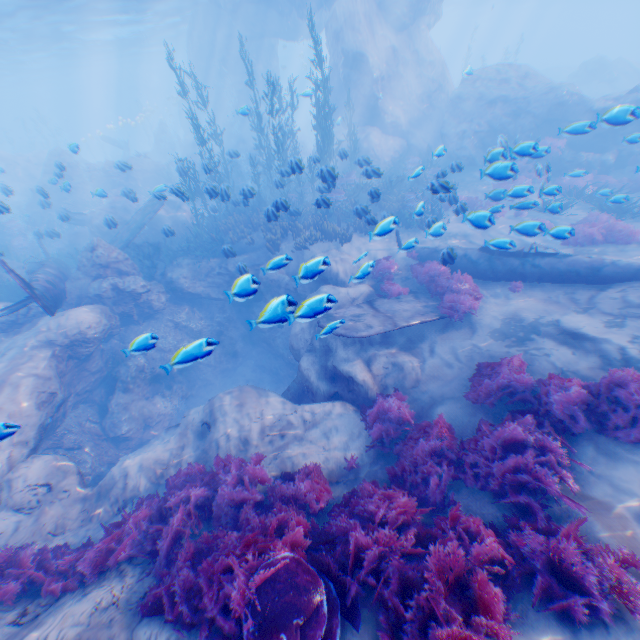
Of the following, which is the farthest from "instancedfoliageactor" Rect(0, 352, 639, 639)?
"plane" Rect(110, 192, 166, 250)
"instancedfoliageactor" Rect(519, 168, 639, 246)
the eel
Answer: the eel

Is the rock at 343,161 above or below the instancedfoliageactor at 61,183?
below

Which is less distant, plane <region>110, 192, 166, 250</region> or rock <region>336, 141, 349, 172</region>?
rock <region>336, 141, 349, 172</region>

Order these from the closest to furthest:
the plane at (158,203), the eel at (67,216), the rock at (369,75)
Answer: the eel at (67,216) < the plane at (158,203) < the rock at (369,75)

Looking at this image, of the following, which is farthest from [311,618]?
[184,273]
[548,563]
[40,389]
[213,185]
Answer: [213,185]

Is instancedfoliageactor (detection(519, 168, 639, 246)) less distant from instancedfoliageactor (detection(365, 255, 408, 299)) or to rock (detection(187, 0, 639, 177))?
rock (detection(187, 0, 639, 177))

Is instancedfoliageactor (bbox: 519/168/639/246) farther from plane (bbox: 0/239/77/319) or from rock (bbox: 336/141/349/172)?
plane (bbox: 0/239/77/319)

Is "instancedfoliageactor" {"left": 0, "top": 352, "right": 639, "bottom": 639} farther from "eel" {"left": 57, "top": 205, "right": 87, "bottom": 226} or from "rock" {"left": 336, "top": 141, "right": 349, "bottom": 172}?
"eel" {"left": 57, "top": 205, "right": 87, "bottom": 226}
